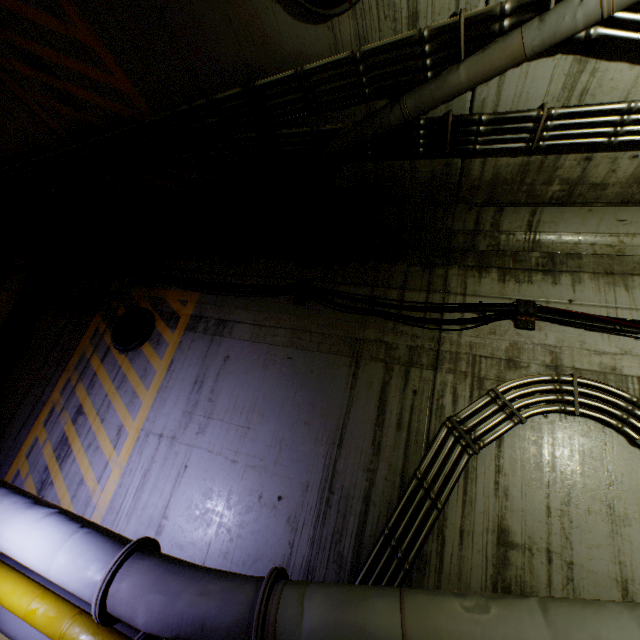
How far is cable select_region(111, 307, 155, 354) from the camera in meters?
5.3

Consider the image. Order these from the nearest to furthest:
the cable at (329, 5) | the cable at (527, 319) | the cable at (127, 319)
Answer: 1. the cable at (329, 5)
2. the cable at (527, 319)
3. the cable at (127, 319)

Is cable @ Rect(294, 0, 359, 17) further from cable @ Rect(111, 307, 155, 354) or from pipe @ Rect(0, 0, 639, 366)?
cable @ Rect(111, 307, 155, 354)

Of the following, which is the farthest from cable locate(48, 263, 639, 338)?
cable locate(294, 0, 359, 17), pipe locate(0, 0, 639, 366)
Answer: cable locate(294, 0, 359, 17)

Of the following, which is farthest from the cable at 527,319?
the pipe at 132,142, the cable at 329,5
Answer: the cable at 329,5

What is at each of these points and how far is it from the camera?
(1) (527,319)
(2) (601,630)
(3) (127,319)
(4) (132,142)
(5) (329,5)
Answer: (1) cable, 3.89m
(2) pipe, 1.94m
(3) cable, 5.62m
(4) pipe, 4.57m
(5) cable, 2.74m

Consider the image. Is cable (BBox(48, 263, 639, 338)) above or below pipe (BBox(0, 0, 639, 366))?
below
